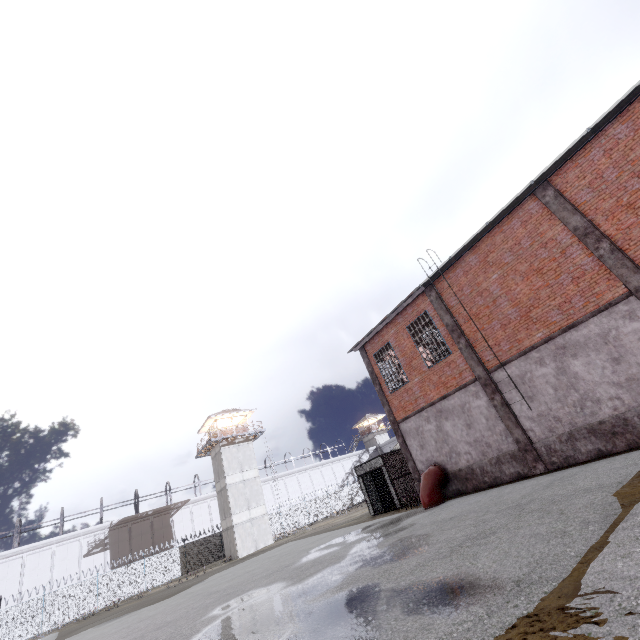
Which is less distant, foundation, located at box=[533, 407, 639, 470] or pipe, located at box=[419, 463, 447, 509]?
foundation, located at box=[533, 407, 639, 470]

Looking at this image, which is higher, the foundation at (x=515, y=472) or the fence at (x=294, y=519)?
the fence at (x=294, y=519)

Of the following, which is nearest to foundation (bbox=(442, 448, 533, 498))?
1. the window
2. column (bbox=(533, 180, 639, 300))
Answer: column (bbox=(533, 180, 639, 300))

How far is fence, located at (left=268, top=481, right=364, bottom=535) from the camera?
42.08m

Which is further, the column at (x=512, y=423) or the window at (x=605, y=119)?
the column at (x=512, y=423)

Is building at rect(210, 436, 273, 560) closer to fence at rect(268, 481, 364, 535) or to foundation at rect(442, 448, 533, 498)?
fence at rect(268, 481, 364, 535)

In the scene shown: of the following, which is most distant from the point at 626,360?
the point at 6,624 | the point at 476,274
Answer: the point at 6,624

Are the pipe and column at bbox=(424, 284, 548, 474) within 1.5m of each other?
no
